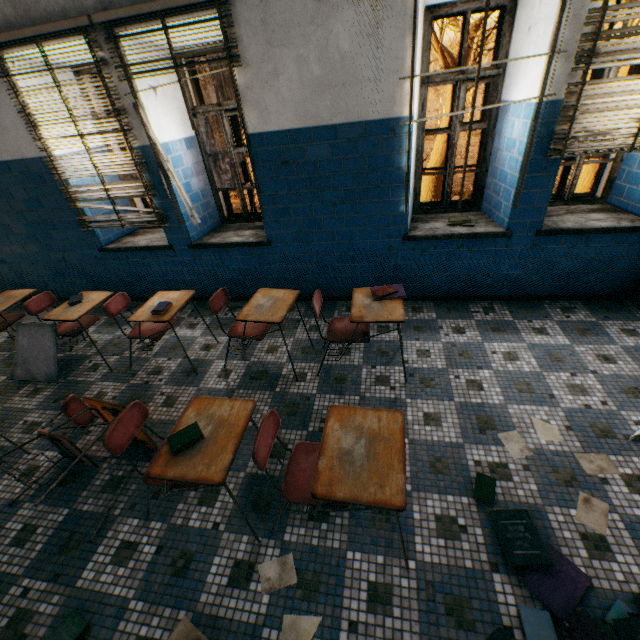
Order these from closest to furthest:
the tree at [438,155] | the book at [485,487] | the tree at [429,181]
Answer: the book at [485,487], the tree at [438,155], the tree at [429,181]

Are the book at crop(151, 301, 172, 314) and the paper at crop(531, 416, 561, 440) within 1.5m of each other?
no

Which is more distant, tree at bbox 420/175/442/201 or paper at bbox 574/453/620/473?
tree at bbox 420/175/442/201

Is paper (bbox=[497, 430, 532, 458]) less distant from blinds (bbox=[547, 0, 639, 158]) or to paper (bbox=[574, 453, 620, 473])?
paper (bbox=[574, 453, 620, 473])

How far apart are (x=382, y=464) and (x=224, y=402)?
1.0m

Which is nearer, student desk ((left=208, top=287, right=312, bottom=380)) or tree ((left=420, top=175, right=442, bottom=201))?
student desk ((left=208, top=287, right=312, bottom=380))

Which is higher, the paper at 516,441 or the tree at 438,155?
the tree at 438,155

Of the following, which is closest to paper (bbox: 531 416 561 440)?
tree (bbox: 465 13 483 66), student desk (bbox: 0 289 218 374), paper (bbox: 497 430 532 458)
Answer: paper (bbox: 497 430 532 458)
